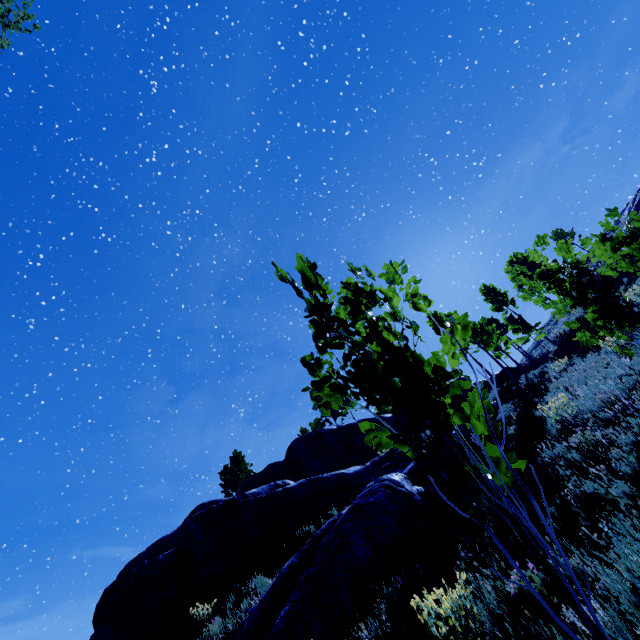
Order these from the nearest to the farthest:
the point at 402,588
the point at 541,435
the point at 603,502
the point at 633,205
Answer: the point at 603,502
the point at 402,588
the point at 541,435
the point at 633,205

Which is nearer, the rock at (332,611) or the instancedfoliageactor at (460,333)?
the instancedfoliageactor at (460,333)

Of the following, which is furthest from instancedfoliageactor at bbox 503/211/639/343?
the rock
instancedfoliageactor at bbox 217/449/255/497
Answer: instancedfoliageactor at bbox 217/449/255/497

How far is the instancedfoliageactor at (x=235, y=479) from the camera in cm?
3875

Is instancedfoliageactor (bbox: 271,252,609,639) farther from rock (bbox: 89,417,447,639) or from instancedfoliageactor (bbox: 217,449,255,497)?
instancedfoliageactor (bbox: 217,449,255,497)

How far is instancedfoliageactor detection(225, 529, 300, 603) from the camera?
9.6m

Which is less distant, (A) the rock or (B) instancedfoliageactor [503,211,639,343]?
(B) instancedfoliageactor [503,211,639,343]
